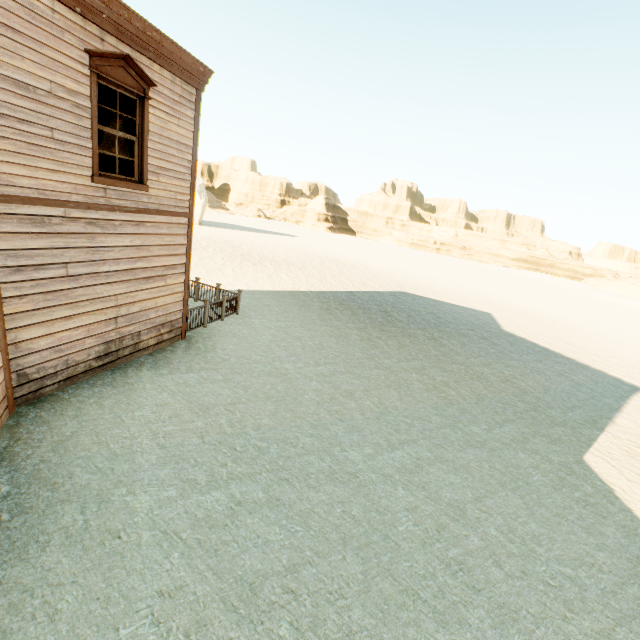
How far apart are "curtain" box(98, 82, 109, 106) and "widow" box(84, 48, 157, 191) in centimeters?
5cm

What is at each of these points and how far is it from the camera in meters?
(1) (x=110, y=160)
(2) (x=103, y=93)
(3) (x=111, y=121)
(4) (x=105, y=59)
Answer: (1) building, 8.9 m
(2) curtain, 6.0 m
(3) building, 8.6 m
(4) widow, 5.6 m

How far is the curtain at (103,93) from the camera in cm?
592

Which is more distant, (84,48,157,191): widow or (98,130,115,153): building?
(98,130,115,153): building

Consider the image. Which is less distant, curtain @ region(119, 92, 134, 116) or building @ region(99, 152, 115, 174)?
curtain @ region(119, 92, 134, 116)

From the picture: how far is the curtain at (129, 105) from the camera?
6.4m

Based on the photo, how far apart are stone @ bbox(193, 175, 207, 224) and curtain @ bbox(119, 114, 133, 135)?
37.5 meters

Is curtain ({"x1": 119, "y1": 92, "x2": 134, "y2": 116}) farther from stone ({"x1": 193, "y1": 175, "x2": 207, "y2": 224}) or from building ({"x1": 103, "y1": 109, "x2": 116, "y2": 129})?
stone ({"x1": 193, "y1": 175, "x2": 207, "y2": 224})
